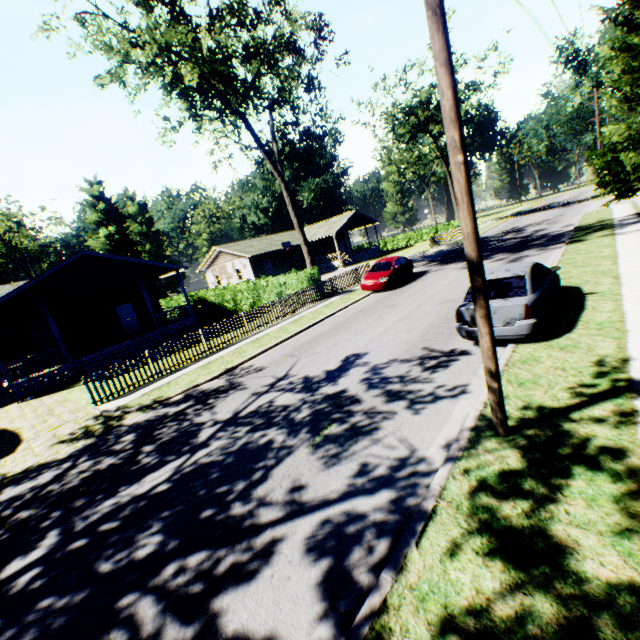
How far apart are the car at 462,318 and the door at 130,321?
23.81m

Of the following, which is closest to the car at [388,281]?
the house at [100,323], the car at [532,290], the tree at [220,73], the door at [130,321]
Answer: the tree at [220,73]

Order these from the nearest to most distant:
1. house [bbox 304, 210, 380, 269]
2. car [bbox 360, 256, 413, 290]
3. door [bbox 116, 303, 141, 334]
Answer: car [bbox 360, 256, 413, 290] < door [bbox 116, 303, 141, 334] < house [bbox 304, 210, 380, 269]

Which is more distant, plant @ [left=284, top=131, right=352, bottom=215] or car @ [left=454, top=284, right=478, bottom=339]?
plant @ [left=284, top=131, right=352, bottom=215]

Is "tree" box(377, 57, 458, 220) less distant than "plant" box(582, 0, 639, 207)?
No

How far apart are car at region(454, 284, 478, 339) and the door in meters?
23.8 m

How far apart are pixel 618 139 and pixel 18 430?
32.1m

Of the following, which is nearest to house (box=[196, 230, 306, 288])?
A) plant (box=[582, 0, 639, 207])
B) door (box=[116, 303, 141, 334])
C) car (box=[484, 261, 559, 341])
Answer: door (box=[116, 303, 141, 334])
